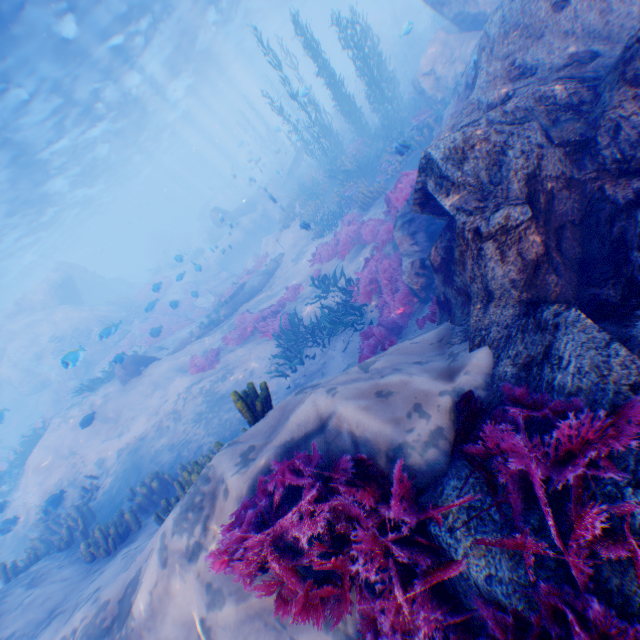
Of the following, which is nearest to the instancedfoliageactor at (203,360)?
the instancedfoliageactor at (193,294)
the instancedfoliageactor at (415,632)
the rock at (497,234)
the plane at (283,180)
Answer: the rock at (497,234)

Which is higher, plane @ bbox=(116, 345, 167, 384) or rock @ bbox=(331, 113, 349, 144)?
plane @ bbox=(116, 345, 167, 384)

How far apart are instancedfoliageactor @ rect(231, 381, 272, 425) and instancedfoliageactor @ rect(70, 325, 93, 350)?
23.5 meters

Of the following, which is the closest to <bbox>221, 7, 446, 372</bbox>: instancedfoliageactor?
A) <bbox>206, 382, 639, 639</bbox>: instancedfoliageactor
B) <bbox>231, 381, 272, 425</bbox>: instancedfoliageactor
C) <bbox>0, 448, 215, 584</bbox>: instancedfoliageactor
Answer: <bbox>0, 448, 215, 584</bbox>: instancedfoliageactor

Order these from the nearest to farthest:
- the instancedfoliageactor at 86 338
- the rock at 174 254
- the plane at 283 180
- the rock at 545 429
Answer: the rock at 545 429, the instancedfoliageactor at 86 338, the plane at 283 180, the rock at 174 254

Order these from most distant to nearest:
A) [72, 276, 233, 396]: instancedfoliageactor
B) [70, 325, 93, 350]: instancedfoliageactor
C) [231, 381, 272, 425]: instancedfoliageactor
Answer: [70, 325, 93, 350]: instancedfoliageactor → [72, 276, 233, 396]: instancedfoliageactor → [231, 381, 272, 425]: instancedfoliageactor

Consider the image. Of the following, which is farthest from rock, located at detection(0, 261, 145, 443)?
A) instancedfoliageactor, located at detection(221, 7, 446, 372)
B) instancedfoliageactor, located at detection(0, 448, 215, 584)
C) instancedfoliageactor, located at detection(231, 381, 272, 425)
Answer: instancedfoliageactor, located at detection(0, 448, 215, 584)

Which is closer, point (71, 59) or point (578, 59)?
point (578, 59)
